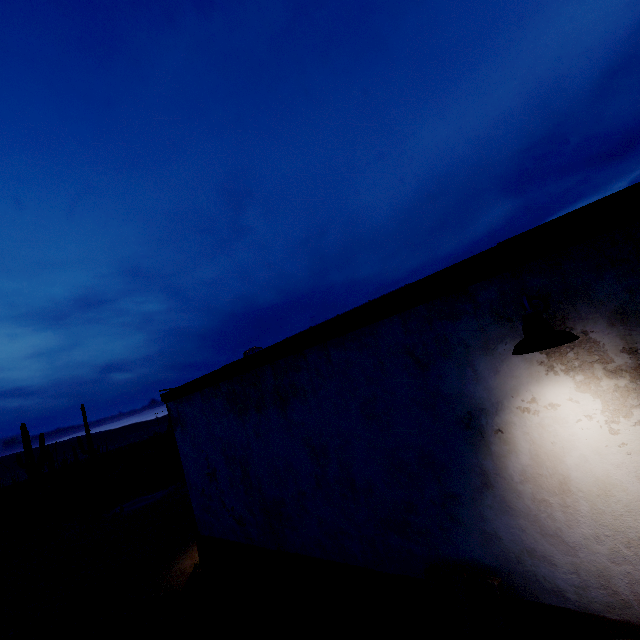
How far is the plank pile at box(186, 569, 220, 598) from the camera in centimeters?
652cm

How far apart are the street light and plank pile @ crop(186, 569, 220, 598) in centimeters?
717cm

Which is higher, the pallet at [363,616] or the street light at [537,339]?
the street light at [537,339]

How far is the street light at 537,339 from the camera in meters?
2.3 m

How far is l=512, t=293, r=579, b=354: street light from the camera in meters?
2.3

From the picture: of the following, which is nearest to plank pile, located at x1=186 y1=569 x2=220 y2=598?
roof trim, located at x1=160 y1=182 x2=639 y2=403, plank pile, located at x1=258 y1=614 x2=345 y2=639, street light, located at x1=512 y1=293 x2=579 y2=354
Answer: plank pile, located at x1=258 y1=614 x2=345 y2=639

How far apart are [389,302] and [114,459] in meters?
61.5

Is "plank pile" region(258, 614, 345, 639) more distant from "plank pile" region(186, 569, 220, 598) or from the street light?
the street light
